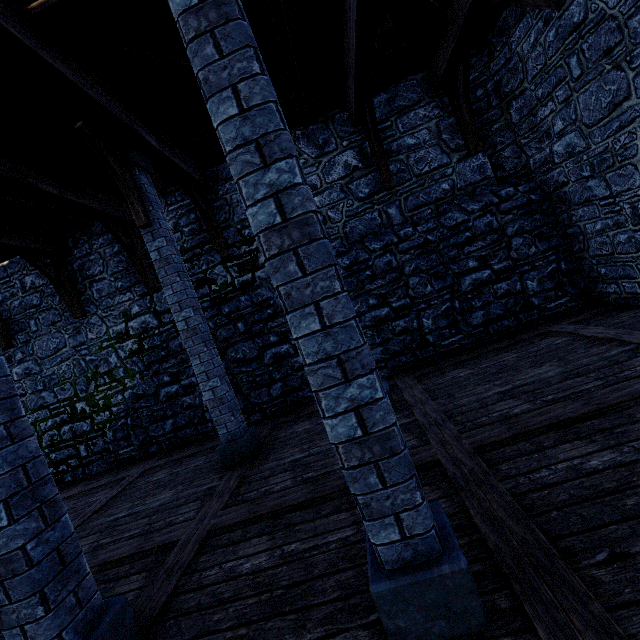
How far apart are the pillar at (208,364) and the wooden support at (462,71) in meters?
6.0 m

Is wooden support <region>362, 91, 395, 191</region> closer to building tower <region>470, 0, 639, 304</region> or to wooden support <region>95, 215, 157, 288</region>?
building tower <region>470, 0, 639, 304</region>

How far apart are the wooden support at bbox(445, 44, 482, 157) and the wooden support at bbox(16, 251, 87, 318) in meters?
9.7

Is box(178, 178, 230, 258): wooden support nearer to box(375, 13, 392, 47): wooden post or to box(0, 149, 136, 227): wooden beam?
box(0, 149, 136, 227): wooden beam

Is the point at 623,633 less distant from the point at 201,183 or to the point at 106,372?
the point at 201,183

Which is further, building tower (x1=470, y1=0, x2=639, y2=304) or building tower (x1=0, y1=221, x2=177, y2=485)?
building tower (x1=0, y1=221, x2=177, y2=485)

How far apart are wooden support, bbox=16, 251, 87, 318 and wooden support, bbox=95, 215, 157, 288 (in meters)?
1.82

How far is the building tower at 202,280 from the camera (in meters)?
7.65
